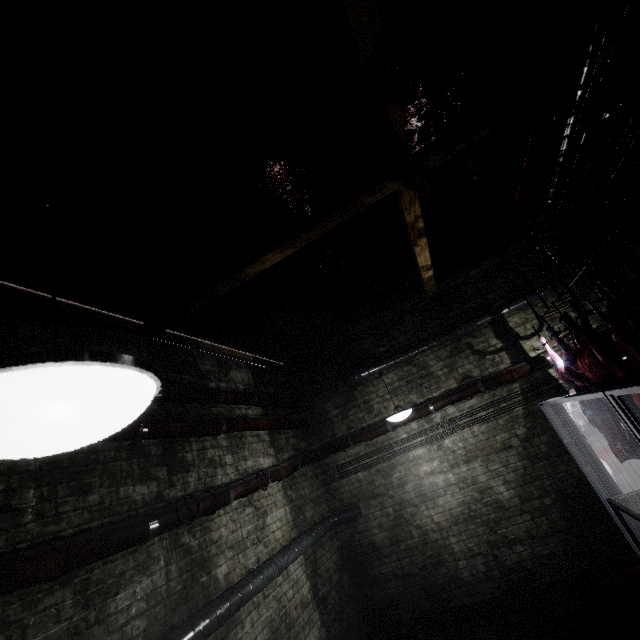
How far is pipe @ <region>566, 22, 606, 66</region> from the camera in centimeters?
215cm

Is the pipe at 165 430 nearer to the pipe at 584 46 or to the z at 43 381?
the pipe at 584 46

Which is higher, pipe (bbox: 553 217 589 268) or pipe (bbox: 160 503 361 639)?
pipe (bbox: 553 217 589 268)

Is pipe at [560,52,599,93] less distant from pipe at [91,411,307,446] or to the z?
pipe at [91,411,307,446]

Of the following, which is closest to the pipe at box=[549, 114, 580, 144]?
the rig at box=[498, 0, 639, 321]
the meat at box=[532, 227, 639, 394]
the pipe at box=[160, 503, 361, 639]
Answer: the rig at box=[498, 0, 639, 321]

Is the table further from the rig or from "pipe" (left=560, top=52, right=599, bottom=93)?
the rig

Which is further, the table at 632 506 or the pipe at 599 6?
the table at 632 506

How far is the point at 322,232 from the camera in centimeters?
314cm
